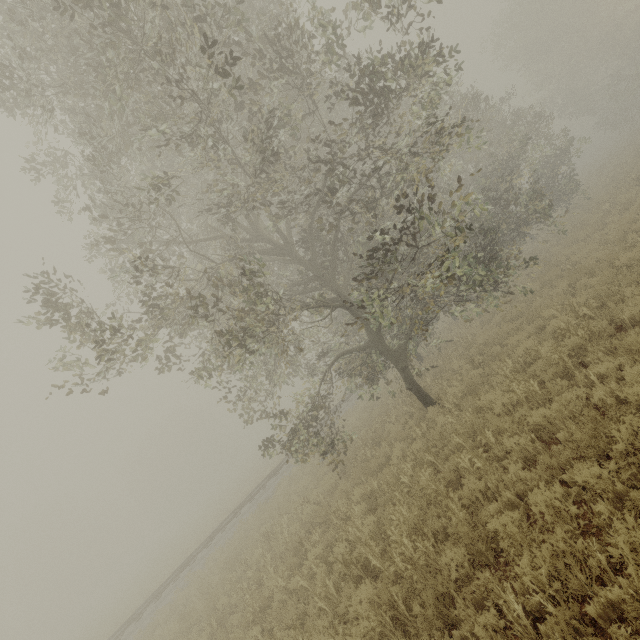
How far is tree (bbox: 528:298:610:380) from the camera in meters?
7.0

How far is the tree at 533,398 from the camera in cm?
702

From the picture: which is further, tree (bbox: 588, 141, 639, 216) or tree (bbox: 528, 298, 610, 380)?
tree (bbox: 588, 141, 639, 216)

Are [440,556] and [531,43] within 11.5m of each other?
no

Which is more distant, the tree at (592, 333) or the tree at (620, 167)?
the tree at (620, 167)
